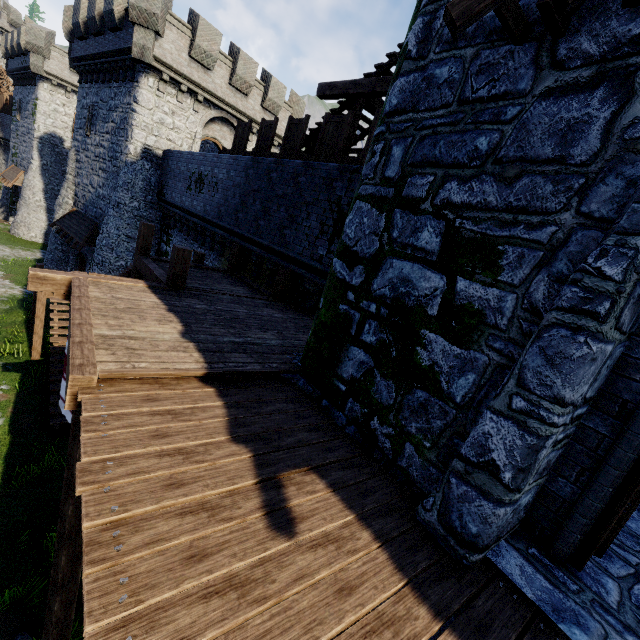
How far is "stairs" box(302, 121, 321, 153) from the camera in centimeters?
1121cm

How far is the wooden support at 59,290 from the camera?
5.7 meters

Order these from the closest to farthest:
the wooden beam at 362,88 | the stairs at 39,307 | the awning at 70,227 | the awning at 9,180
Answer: the wooden beam at 362,88 < the stairs at 39,307 < the awning at 70,227 < the awning at 9,180

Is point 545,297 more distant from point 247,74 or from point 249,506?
point 247,74

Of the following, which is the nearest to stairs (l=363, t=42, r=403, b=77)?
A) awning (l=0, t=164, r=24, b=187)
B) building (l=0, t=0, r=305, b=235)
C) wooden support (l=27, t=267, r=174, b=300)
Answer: wooden support (l=27, t=267, r=174, b=300)

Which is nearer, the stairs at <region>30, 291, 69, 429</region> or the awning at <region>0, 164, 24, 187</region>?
the stairs at <region>30, 291, 69, 429</region>

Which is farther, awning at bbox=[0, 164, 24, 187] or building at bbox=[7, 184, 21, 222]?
building at bbox=[7, 184, 21, 222]

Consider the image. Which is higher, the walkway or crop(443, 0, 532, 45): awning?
crop(443, 0, 532, 45): awning
